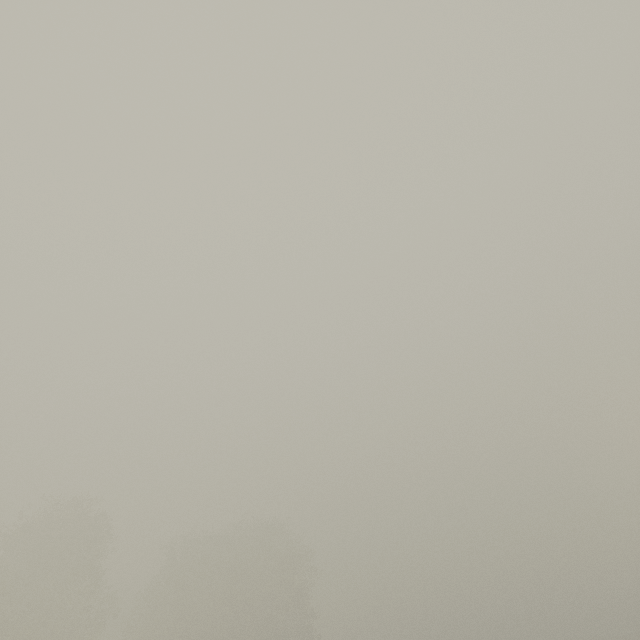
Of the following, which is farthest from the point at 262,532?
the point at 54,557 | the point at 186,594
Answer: the point at 54,557
